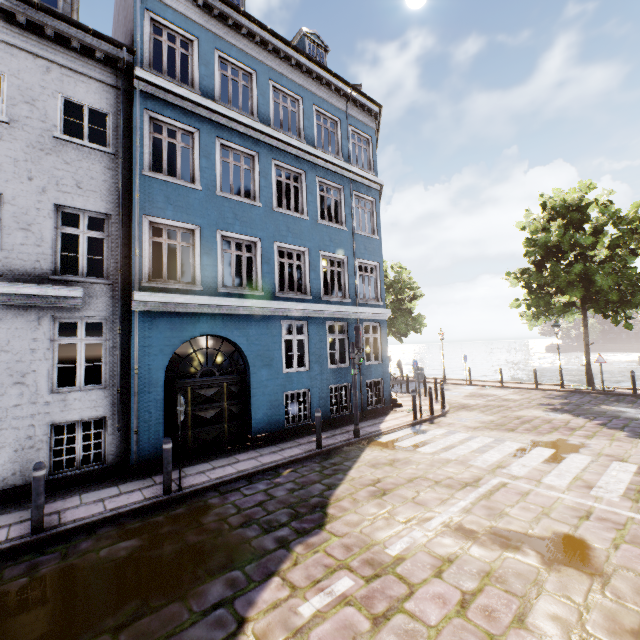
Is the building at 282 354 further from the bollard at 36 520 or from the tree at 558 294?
the tree at 558 294

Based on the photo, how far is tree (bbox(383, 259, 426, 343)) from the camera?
25.95m

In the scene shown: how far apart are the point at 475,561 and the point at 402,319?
22.18m

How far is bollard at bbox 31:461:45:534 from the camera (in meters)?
5.24

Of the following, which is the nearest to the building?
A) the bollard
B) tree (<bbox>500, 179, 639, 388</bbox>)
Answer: the bollard

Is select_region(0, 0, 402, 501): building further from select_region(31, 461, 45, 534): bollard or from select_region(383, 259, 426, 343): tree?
select_region(383, 259, 426, 343): tree
